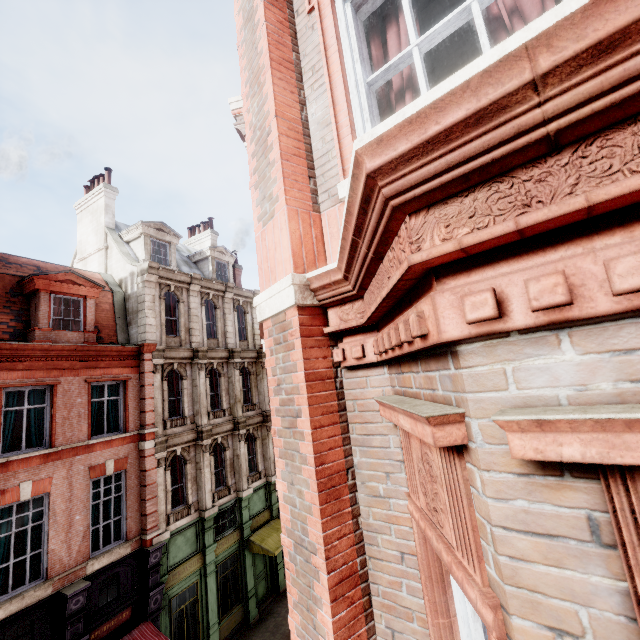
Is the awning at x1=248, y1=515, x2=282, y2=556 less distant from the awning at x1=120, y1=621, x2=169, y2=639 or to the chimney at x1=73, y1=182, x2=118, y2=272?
the awning at x1=120, y1=621, x2=169, y2=639

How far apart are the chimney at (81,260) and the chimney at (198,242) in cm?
663

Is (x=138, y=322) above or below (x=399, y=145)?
above

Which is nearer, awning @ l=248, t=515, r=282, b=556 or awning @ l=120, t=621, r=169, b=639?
awning @ l=120, t=621, r=169, b=639

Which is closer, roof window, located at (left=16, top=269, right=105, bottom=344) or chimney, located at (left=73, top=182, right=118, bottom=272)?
roof window, located at (left=16, top=269, right=105, bottom=344)

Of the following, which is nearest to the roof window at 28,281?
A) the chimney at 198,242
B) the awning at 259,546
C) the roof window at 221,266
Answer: the roof window at 221,266

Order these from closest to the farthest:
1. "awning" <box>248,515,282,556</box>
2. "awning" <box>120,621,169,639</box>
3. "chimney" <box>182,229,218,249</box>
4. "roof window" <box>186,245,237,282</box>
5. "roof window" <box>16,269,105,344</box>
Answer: "awning" <box>120,621,169,639</box>
"roof window" <box>16,269,105,344</box>
"awning" <box>248,515,282,556</box>
"roof window" <box>186,245,237,282</box>
"chimney" <box>182,229,218,249</box>

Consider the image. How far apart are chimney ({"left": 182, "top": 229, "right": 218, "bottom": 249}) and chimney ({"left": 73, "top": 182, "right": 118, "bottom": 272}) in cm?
663
